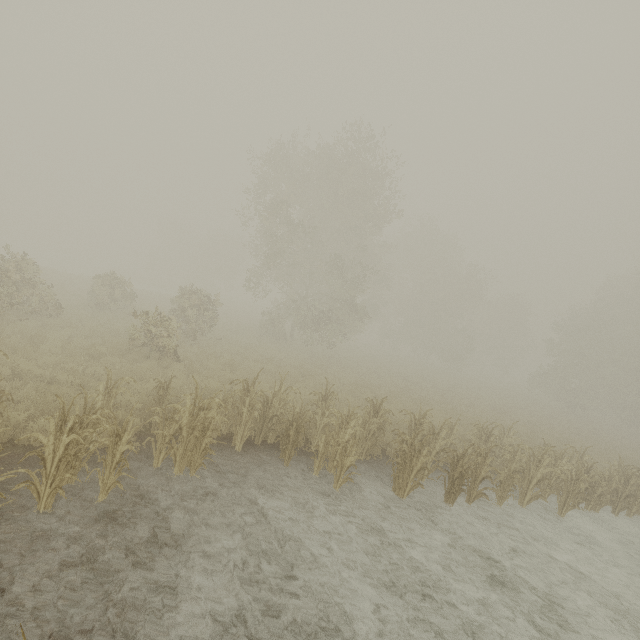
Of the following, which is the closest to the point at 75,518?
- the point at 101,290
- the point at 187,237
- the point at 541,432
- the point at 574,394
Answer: the point at 101,290
